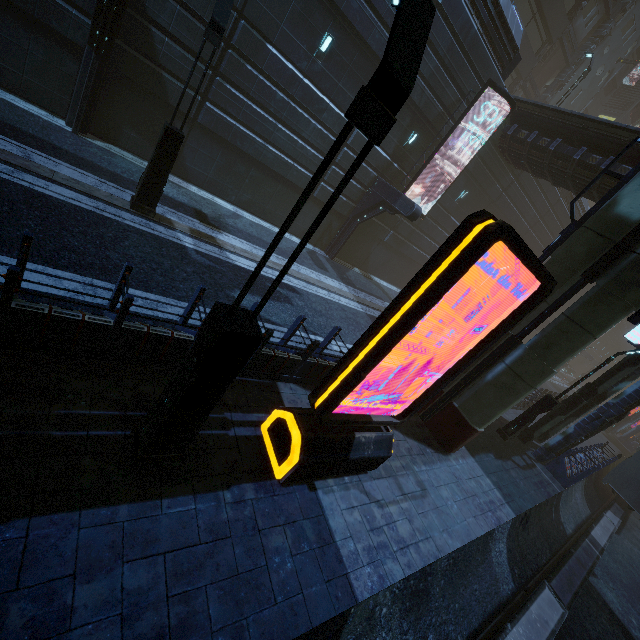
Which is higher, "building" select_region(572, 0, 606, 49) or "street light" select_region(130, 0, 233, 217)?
"building" select_region(572, 0, 606, 49)

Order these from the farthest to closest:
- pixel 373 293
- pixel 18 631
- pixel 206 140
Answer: Answer: pixel 373 293, pixel 206 140, pixel 18 631

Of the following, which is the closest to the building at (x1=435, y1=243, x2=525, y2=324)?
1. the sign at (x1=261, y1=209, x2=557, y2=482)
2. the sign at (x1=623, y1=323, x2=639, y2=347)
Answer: the sign at (x1=623, y1=323, x2=639, y2=347)

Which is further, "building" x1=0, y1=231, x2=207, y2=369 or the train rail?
the train rail

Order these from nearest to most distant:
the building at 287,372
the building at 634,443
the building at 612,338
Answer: the building at 287,372 → the building at 634,443 → the building at 612,338

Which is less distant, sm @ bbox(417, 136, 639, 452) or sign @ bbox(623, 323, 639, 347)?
sm @ bbox(417, 136, 639, 452)

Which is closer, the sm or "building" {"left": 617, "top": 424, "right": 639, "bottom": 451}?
the sm

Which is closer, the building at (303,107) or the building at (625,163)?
the building at (303,107)
